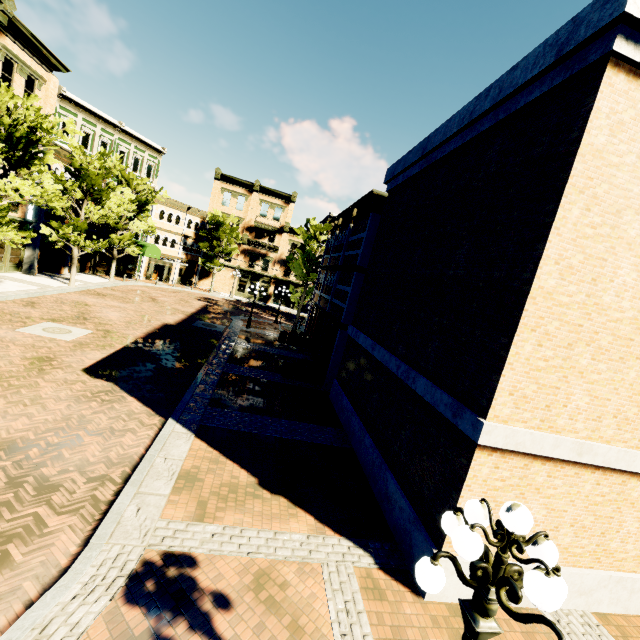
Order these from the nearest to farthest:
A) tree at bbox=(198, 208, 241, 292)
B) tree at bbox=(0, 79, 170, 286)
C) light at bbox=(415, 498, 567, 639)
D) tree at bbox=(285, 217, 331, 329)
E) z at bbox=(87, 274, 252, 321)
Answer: light at bbox=(415, 498, 567, 639) < tree at bbox=(0, 79, 170, 286) < z at bbox=(87, 274, 252, 321) < tree at bbox=(285, 217, 331, 329) < tree at bbox=(198, 208, 241, 292)

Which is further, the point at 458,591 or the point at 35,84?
the point at 35,84

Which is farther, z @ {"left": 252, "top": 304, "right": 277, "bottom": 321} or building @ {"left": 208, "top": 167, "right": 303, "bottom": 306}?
building @ {"left": 208, "top": 167, "right": 303, "bottom": 306}

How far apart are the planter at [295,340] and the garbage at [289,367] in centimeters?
680cm

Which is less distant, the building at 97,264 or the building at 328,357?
the building at 328,357

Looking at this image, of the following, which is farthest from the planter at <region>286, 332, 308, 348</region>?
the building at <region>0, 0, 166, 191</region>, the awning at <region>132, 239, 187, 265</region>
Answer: the building at <region>0, 0, 166, 191</region>

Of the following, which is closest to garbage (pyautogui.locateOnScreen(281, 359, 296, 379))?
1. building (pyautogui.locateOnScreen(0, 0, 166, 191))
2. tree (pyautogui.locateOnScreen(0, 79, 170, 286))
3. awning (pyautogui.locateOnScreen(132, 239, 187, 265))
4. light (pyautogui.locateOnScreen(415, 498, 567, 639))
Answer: tree (pyautogui.locateOnScreen(0, 79, 170, 286))

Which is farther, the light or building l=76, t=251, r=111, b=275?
building l=76, t=251, r=111, b=275
